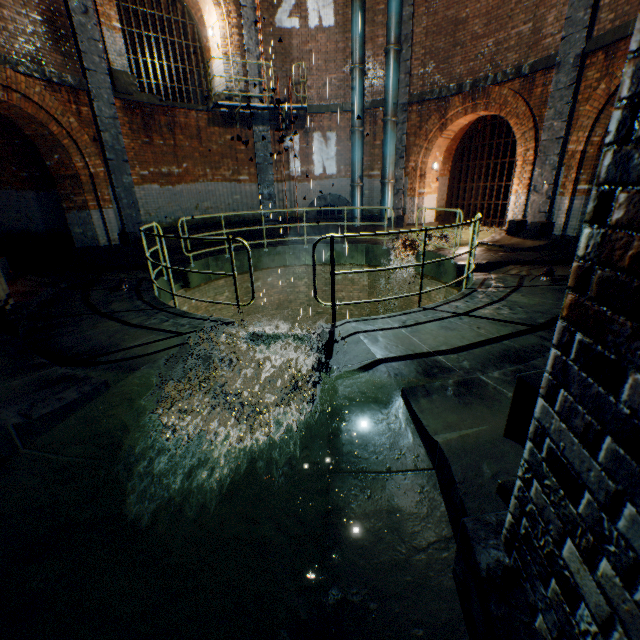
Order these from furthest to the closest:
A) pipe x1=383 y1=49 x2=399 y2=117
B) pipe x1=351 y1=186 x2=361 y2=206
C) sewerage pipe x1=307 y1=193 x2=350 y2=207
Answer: sewerage pipe x1=307 y1=193 x2=350 y2=207
pipe x1=351 y1=186 x2=361 y2=206
pipe x1=383 y1=49 x2=399 y2=117

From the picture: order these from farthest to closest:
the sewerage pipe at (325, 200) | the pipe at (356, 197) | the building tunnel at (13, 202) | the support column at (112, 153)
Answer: the sewerage pipe at (325, 200) < the pipe at (356, 197) < the building tunnel at (13, 202) < the support column at (112, 153)

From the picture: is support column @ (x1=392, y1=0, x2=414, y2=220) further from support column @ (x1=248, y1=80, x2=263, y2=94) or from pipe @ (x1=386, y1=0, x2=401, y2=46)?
support column @ (x1=248, y1=80, x2=263, y2=94)

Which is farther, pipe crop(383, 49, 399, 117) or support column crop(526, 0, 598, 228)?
pipe crop(383, 49, 399, 117)

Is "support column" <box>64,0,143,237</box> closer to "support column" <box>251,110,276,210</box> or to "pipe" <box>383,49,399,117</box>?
"support column" <box>251,110,276,210</box>

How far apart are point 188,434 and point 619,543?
2.9 meters

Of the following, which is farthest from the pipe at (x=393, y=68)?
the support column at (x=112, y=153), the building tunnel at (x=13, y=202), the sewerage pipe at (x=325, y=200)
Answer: the building tunnel at (x=13, y=202)

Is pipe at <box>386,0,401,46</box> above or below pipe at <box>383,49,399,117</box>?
above
